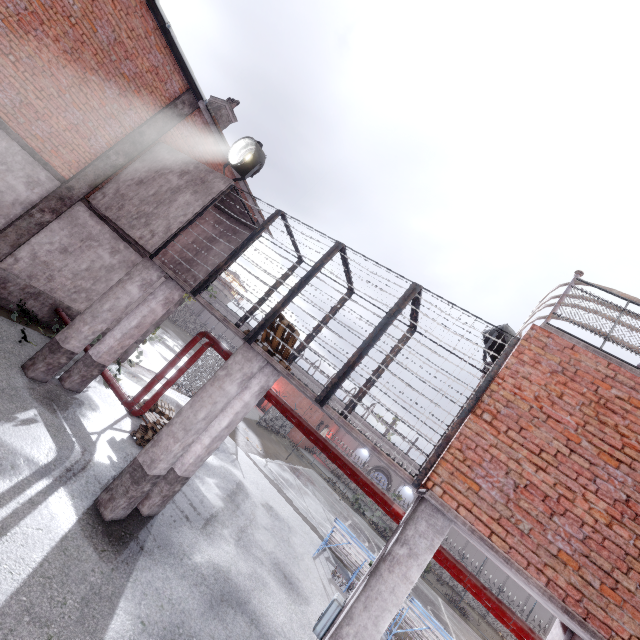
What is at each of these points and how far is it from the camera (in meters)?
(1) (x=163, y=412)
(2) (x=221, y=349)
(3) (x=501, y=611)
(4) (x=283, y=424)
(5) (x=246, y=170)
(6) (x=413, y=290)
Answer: (1) pallet, 10.92
(2) pipe, 8.85
(3) pipe, 5.36
(4) fence, 32.19
(5) spotlight, 9.14
(6) cage, 6.26

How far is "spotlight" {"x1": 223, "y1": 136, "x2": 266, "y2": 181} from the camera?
9.0 meters

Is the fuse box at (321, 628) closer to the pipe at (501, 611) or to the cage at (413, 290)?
the pipe at (501, 611)

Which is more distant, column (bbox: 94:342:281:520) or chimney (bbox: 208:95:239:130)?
chimney (bbox: 208:95:239:130)

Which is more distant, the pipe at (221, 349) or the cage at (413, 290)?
the pipe at (221, 349)

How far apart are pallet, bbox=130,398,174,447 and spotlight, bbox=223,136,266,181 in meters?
7.3 m

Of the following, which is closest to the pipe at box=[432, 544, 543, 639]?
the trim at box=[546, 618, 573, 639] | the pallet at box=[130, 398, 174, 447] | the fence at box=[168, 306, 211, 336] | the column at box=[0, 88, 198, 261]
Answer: the trim at box=[546, 618, 573, 639]

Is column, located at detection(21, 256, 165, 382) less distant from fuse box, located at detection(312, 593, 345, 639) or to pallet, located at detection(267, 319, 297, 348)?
pallet, located at detection(267, 319, 297, 348)
